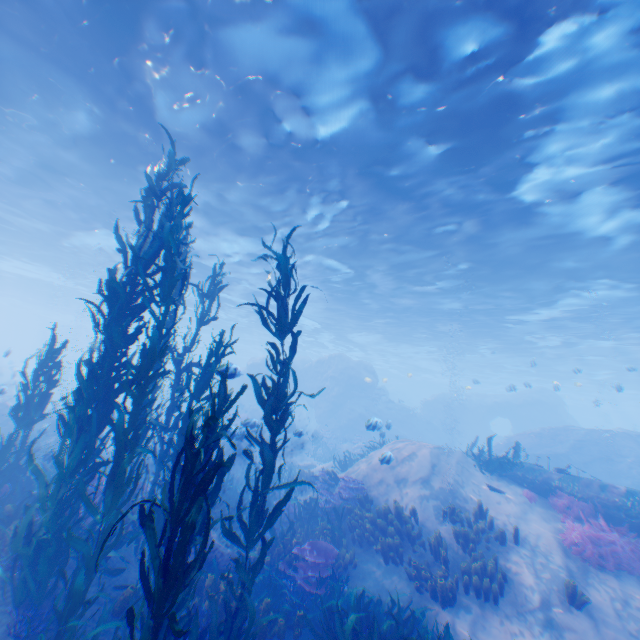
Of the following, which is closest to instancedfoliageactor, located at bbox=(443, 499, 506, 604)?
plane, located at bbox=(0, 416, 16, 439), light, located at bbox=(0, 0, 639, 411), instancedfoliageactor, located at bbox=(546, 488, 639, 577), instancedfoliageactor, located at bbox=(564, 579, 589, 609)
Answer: plane, located at bbox=(0, 416, 16, 439)

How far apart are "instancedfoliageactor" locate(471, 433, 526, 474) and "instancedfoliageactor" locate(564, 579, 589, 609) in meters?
5.8 m

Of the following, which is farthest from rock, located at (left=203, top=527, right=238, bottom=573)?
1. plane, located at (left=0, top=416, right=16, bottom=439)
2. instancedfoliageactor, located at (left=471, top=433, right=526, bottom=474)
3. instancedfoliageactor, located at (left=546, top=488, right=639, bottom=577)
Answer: instancedfoliageactor, located at (left=546, top=488, right=639, bottom=577)

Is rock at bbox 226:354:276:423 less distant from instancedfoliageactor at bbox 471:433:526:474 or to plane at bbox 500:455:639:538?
plane at bbox 500:455:639:538

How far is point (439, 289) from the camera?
20.61m

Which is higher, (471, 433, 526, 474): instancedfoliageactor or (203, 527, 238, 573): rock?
(471, 433, 526, 474): instancedfoliageactor

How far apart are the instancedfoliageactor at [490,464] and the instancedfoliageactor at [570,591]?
5.8m

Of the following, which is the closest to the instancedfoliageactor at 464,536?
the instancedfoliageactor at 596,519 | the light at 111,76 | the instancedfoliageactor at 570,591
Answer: the instancedfoliageactor at 570,591
